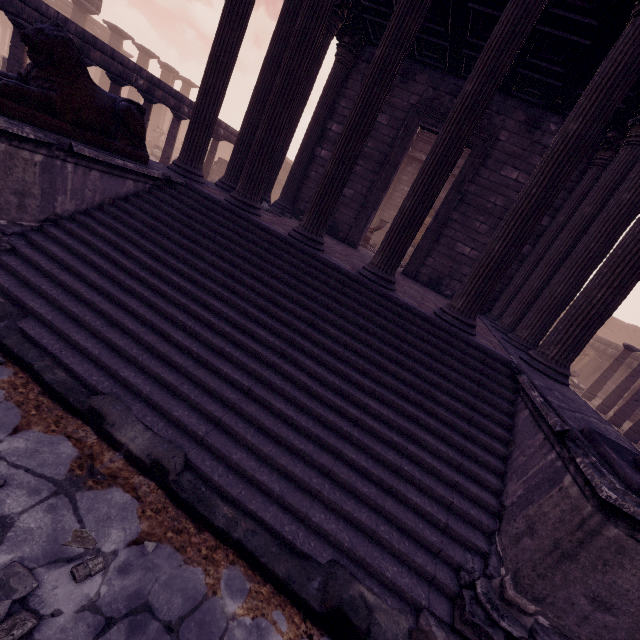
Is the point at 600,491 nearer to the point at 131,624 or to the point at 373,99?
the point at 131,624

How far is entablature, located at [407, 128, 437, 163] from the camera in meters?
15.8 m

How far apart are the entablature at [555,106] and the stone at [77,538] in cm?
1058

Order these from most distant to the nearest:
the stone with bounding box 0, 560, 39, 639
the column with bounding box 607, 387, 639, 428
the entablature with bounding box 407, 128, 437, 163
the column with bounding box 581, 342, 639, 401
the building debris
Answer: the entablature with bounding box 407, 128, 437, 163 → the building debris → the column with bounding box 581, 342, 639, 401 → the column with bounding box 607, 387, 639, 428 → the stone with bounding box 0, 560, 39, 639

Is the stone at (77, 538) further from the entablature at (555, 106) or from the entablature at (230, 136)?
the entablature at (555, 106)

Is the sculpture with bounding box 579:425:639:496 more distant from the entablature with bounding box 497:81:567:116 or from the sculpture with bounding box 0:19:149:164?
the entablature with bounding box 497:81:567:116

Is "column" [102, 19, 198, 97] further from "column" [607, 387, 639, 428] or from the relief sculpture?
the relief sculpture

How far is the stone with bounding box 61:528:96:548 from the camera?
2.00m
